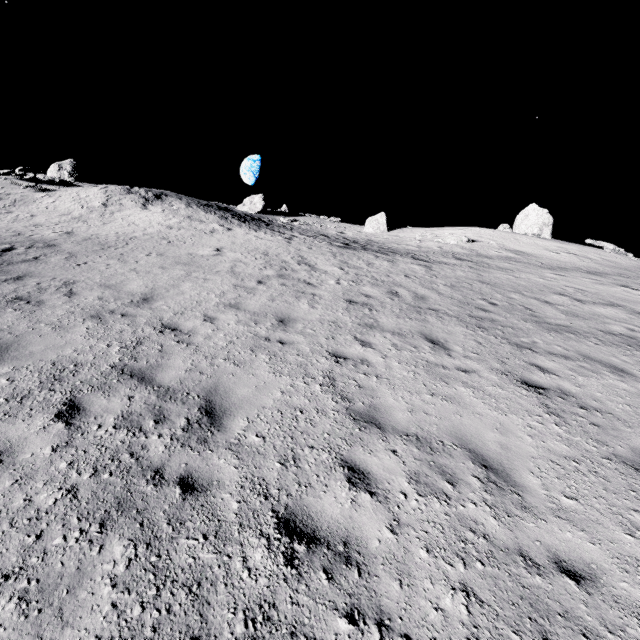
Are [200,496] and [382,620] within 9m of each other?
yes

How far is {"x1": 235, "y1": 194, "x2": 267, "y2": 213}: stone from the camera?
38.12m

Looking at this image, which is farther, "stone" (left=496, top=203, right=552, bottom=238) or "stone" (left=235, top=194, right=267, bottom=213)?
"stone" (left=235, top=194, right=267, bottom=213)

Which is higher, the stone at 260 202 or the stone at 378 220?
the stone at 260 202

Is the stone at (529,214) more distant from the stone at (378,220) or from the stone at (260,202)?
the stone at (260,202)

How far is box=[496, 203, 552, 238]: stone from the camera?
30.6m

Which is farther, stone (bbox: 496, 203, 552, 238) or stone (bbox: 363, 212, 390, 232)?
stone (bbox: 363, 212, 390, 232)

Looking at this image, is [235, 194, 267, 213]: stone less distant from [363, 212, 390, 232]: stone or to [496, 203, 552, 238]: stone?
[363, 212, 390, 232]: stone
